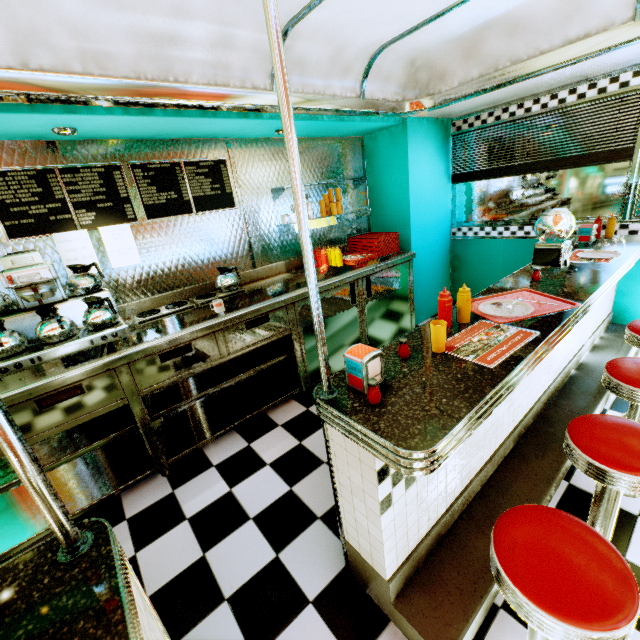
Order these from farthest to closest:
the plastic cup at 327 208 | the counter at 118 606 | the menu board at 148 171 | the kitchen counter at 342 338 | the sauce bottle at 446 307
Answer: the plastic cup at 327 208, the kitchen counter at 342 338, the menu board at 148 171, the sauce bottle at 446 307, the counter at 118 606

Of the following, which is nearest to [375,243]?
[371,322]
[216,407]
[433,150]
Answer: [371,322]

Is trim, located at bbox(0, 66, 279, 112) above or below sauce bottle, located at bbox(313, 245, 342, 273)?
above

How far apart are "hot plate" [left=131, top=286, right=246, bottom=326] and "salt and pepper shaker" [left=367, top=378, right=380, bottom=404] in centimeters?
222cm

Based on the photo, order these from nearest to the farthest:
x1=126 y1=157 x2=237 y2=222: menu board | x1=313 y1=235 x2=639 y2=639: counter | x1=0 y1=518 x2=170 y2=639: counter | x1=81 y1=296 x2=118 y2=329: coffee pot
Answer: x1=0 y1=518 x2=170 y2=639: counter
x1=313 y1=235 x2=639 y2=639: counter
x1=81 y1=296 x2=118 y2=329: coffee pot
x1=126 y1=157 x2=237 y2=222: menu board

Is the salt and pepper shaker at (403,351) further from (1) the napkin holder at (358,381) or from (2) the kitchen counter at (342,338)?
(2) the kitchen counter at (342,338)

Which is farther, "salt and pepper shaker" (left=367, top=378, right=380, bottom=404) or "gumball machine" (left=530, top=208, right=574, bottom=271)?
"gumball machine" (left=530, top=208, right=574, bottom=271)

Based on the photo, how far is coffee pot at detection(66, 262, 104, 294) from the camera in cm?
249
